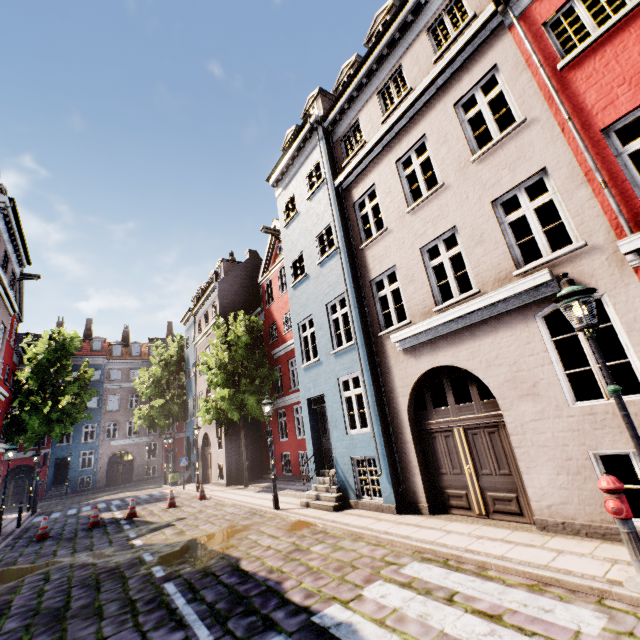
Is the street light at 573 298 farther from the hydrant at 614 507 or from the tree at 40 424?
the tree at 40 424

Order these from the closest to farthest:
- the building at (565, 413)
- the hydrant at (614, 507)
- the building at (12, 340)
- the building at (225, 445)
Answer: the hydrant at (614, 507)
the building at (565, 413)
the building at (12, 340)
the building at (225, 445)

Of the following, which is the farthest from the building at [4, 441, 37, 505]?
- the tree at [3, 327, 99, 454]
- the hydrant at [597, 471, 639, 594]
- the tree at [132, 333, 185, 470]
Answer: the tree at [3, 327, 99, 454]

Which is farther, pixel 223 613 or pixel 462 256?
pixel 462 256

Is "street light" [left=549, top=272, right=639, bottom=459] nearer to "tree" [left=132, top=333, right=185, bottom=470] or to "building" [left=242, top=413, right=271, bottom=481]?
"building" [left=242, top=413, right=271, bottom=481]

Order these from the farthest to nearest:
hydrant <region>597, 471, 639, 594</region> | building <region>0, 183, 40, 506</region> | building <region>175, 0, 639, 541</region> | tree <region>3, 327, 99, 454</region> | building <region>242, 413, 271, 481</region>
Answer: tree <region>3, 327, 99, 454</region>, building <region>242, 413, 271, 481</region>, building <region>0, 183, 40, 506</region>, building <region>175, 0, 639, 541</region>, hydrant <region>597, 471, 639, 594</region>

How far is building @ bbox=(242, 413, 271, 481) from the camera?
20.1 meters

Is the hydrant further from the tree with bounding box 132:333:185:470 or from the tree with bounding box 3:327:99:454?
the tree with bounding box 3:327:99:454
